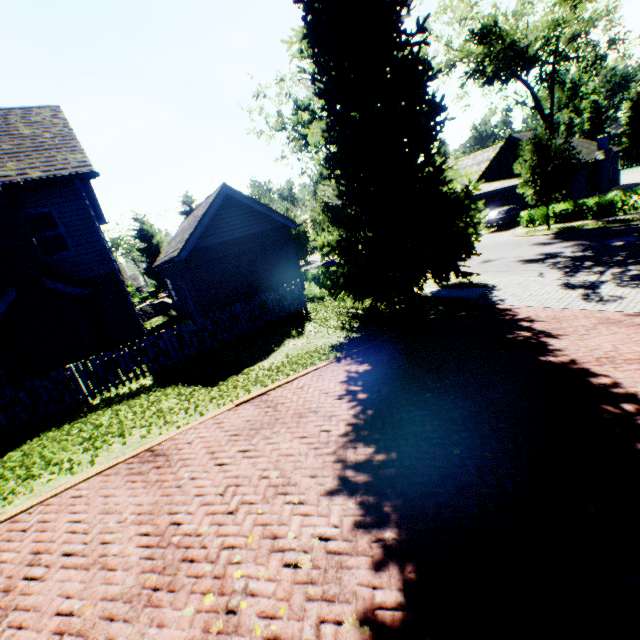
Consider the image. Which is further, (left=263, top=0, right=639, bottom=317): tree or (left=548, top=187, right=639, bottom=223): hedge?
(left=548, top=187, right=639, bottom=223): hedge

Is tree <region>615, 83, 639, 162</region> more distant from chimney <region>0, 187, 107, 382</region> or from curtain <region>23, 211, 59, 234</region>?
curtain <region>23, 211, 59, 234</region>

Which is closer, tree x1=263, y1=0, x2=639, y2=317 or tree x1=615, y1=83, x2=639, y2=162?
tree x1=263, y1=0, x2=639, y2=317

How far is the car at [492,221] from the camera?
26.98m

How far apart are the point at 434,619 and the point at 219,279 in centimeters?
1353cm

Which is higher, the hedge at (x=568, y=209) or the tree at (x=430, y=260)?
the tree at (x=430, y=260)

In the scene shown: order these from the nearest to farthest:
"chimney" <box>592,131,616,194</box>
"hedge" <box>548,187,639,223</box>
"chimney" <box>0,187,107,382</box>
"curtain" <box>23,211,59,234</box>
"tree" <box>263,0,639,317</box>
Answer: "tree" <box>263,0,639,317</box> < "chimney" <box>0,187,107,382</box> < "curtain" <box>23,211,59,234</box> < "hedge" <box>548,187,639,223</box> < "chimney" <box>592,131,616,194</box>

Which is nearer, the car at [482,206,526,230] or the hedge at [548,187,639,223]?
the hedge at [548,187,639,223]
